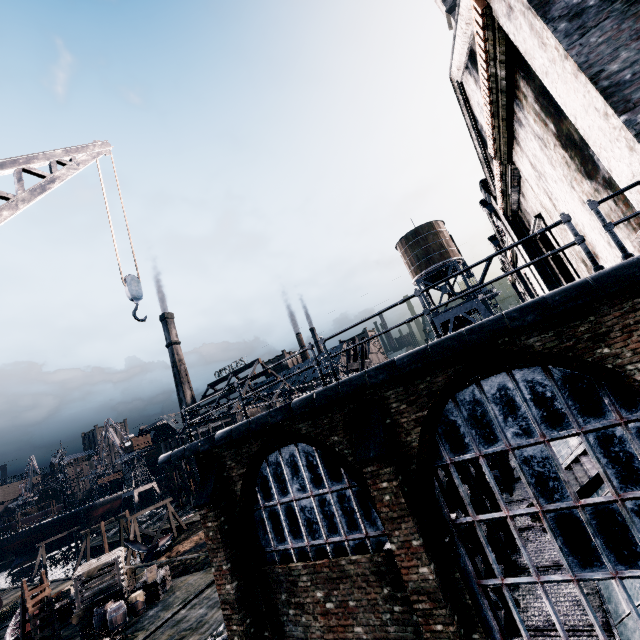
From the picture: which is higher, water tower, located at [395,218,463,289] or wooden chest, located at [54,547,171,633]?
water tower, located at [395,218,463,289]

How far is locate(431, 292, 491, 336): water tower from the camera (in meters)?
37.97

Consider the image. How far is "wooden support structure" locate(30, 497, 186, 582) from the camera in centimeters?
3941cm

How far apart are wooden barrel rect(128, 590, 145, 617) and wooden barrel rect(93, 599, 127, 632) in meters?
0.4

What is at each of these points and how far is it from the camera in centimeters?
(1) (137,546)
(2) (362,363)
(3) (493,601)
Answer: (1) propeller, 3509cm
(2) wooden scaffolding, 2572cm
(3) wooden barrel stack, 837cm

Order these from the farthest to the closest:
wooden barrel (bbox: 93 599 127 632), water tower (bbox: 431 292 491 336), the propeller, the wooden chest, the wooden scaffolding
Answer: water tower (bbox: 431 292 491 336)
the propeller
the wooden scaffolding
the wooden chest
wooden barrel (bbox: 93 599 127 632)

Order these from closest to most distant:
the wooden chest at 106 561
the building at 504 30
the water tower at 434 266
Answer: the building at 504 30 → the wooden chest at 106 561 → the water tower at 434 266

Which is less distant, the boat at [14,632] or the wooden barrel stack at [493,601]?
the wooden barrel stack at [493,601]
